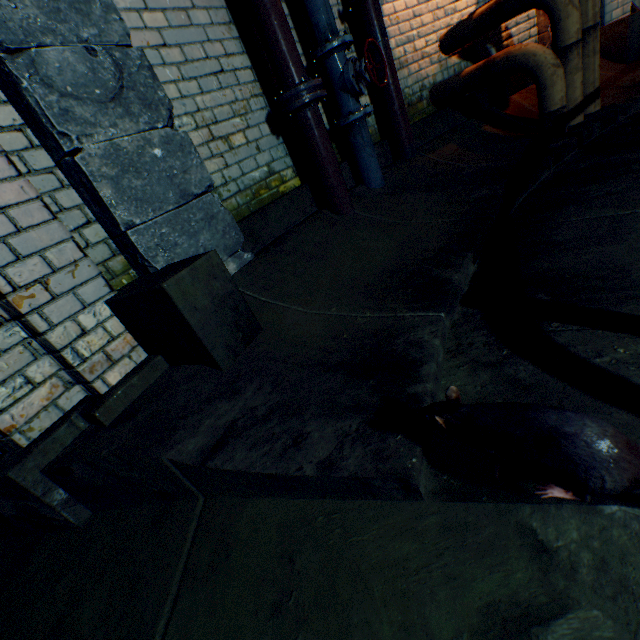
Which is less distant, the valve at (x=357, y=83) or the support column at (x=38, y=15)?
the support column at (x=38, y=15)

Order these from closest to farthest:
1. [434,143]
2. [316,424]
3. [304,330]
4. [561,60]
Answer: [316,424] < [304,330] < [561,60] < [434,143]

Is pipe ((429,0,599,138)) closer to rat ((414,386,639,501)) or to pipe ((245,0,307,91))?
pipe ((245,0,307,91))

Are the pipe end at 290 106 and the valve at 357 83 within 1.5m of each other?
yes

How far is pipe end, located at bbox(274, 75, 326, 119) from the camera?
2.21m

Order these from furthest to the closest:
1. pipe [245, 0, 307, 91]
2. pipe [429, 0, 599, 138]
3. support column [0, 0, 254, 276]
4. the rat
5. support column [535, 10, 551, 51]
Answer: support column [535, 10, 551, 51] → pipe [429, 0, 599, 138] → pipe [245, 0, 307, 91] → support column [0, 0, 254, 276] → the rat

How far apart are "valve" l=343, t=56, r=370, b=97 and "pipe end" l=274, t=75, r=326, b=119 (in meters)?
0.30

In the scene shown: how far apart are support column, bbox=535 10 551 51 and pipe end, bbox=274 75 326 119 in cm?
358
